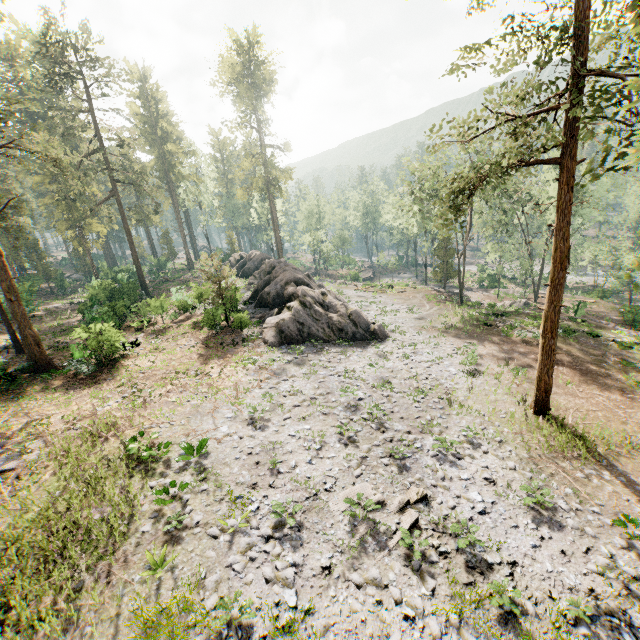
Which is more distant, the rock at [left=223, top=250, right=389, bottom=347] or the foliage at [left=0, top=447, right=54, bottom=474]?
the rock at [left=223, top=250, right=389, bottom=347]

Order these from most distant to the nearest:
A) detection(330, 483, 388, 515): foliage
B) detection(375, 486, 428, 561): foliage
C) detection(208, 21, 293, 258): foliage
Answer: detection(208, 21, 293, 258): foliage → detection(330, 483, 388, 515): foliage → detection(375, 486, 428, 561): foliage

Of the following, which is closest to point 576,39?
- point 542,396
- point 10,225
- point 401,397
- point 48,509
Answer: point 542,396

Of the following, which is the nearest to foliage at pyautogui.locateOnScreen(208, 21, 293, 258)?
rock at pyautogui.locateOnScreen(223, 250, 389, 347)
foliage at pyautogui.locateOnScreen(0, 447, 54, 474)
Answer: rock at pyautogui.locateOnScreen(223, 250, 389, 347)

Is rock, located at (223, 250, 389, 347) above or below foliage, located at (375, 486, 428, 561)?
above

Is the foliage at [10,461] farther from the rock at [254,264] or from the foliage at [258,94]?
the rock at [254,264]

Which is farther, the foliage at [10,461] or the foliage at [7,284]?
the foliage at [7,284]

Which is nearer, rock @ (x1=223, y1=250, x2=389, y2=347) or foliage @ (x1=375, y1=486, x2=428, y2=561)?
foliage @ (x1=375, y1=486, x2=428, y2=561)
